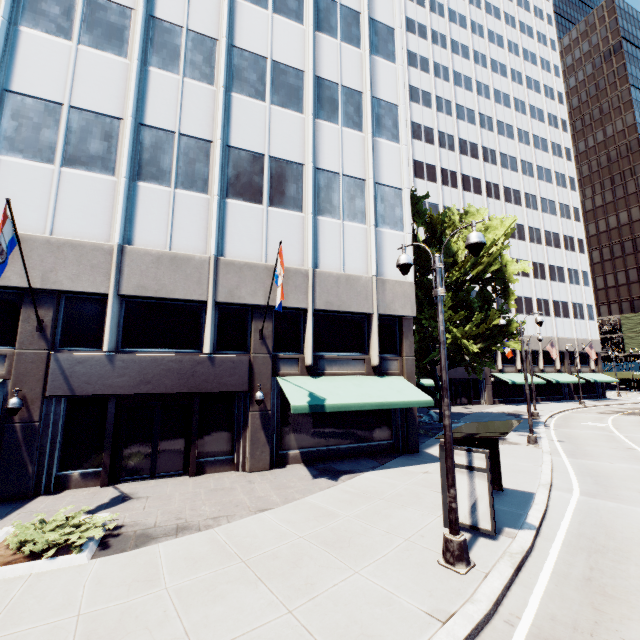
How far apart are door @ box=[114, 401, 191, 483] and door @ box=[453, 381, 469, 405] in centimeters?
3326cm

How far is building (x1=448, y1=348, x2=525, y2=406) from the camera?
38.7m

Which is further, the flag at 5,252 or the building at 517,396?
the building at 517,396

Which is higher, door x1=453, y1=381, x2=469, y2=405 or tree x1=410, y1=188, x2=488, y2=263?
tree x1=410, y1=188, x2=488, y2=263

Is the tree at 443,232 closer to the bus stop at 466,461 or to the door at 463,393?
the bus stop at 466,461

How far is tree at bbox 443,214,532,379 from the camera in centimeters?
2028cm

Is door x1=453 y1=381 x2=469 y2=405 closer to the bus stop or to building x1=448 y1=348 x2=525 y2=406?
building x1=448 y1=348 x2=525 y2=406

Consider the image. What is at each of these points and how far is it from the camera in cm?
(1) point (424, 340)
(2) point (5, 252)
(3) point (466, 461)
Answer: (1) tree, 2123
(2) flag, 891
(3) bus stop, 836
